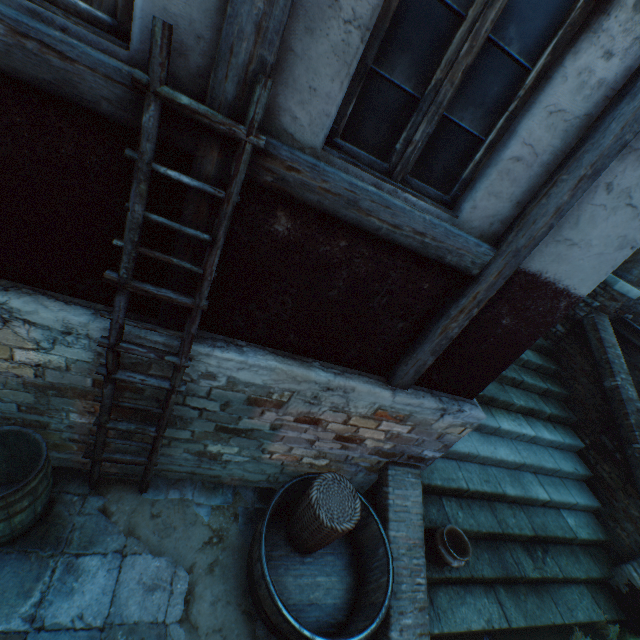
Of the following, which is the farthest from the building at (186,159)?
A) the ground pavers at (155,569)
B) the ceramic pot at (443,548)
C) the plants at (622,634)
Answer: the plants at (622,634)

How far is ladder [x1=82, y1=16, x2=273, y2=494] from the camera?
1.5m

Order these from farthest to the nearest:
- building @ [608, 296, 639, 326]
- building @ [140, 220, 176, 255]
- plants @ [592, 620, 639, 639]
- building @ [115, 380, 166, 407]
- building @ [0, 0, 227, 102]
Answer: building @ [608, 296, 639, 326]
plants @ [592, 620, 639, 639]
building @ [115, 380, 166, 407]
building @ [140, 220, 176, 255]
building @ [0, 0, 227, 102]

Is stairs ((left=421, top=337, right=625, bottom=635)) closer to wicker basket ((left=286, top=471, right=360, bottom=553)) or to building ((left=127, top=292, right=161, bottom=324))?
building ((left=127, top=292, right=161, bottom=324))

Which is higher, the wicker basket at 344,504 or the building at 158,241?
the building at 158,241

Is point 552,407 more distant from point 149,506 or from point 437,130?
point 149,506

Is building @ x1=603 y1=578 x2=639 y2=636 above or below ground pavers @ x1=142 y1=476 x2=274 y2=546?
above

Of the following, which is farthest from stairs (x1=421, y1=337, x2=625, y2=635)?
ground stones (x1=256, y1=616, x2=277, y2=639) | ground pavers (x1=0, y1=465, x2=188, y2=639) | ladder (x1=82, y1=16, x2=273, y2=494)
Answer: ladder (x1=82, y1=16, x2=273, y2=494)
